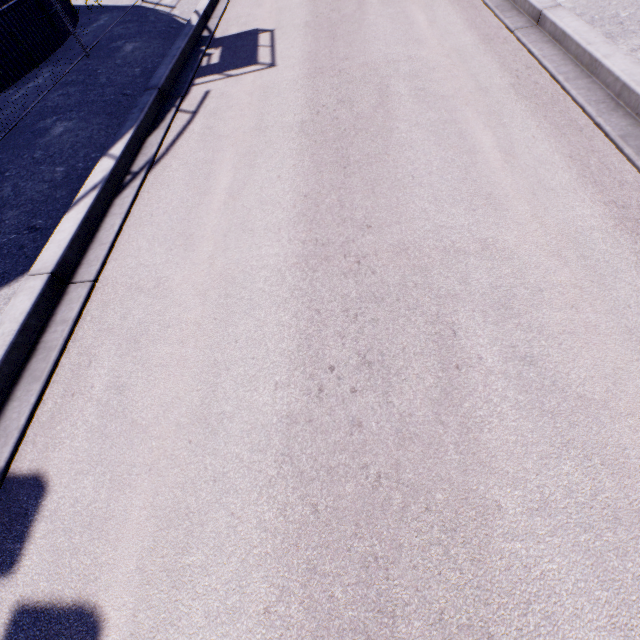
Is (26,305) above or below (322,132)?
above
